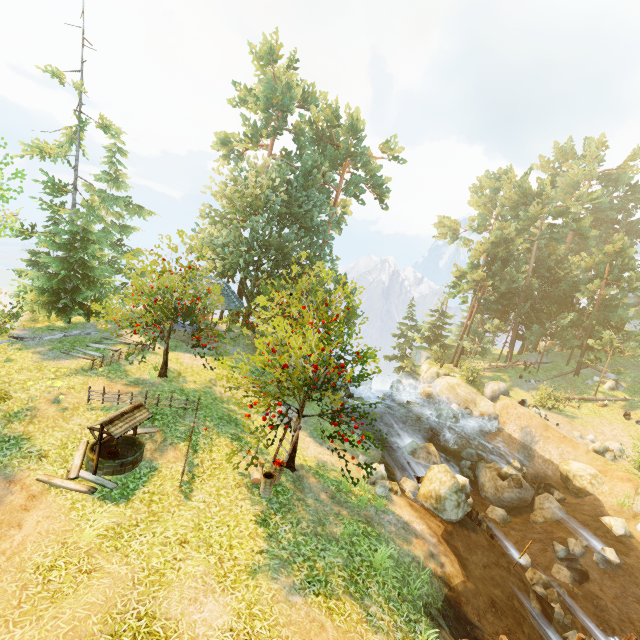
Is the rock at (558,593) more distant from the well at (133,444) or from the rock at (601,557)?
the well at (133,444)

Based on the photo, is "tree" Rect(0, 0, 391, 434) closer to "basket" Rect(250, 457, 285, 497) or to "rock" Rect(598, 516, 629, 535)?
"basket" Rect(250, 457, 285, 497)

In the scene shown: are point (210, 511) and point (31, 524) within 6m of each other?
yes

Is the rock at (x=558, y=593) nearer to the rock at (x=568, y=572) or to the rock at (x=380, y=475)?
the rock at (x=568, y=572)

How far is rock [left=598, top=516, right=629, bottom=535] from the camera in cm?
1483

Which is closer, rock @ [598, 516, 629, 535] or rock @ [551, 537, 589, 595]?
rock @ [551, 537, 589, 595]

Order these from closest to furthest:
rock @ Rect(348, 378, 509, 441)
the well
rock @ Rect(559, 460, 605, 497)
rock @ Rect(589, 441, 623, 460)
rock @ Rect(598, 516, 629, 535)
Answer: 1. the well
2. rock @ Rect(598, 516, 629, 535)
3. rock @ Rect(559, 460, 605, 497)
4. rock @ Rect(589, 441, 623, 460)
5. rock @ Rect(348, 378, 509, 441)

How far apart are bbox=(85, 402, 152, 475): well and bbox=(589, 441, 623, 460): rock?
26.8 meters
